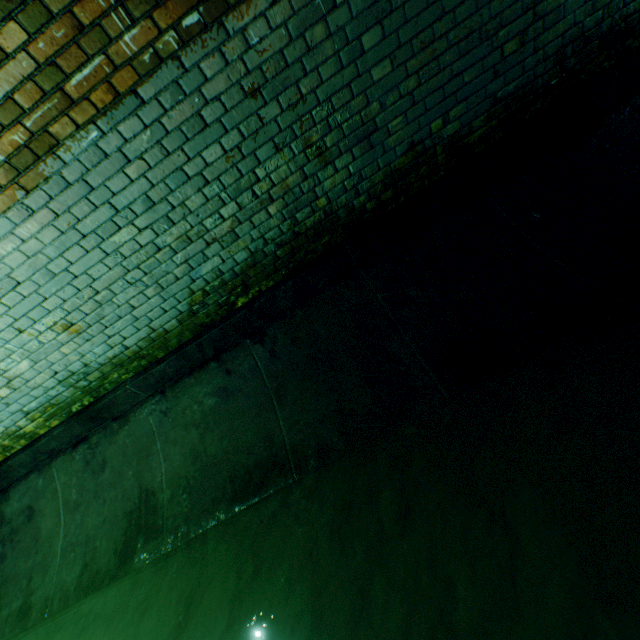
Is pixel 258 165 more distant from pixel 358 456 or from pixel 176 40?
pixel 358 456
